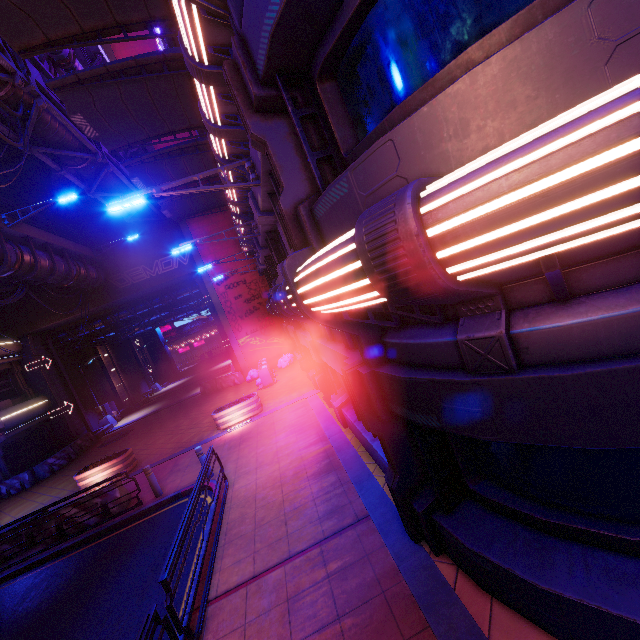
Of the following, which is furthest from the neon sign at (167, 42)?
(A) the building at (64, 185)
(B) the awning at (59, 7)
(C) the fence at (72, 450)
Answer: (C) the fence at (72, 450)

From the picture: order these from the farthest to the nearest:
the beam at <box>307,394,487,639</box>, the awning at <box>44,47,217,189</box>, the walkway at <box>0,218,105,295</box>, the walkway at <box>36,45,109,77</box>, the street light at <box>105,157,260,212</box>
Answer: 1. the walkway at <box>0,218,105,295</box>
2. the walkway at <box>36,45,109,77</box>
3. the awning at <box>44,47,217,189</box>
4. the street light at <box>105,157,260,212</box>
5. the beam at <box>307,394,487,639</box>

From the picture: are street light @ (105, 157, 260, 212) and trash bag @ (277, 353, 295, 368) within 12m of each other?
no

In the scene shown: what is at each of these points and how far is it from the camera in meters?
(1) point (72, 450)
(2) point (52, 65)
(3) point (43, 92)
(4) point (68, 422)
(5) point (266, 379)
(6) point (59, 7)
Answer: (1) fence, 21.3
(2) walkway, 14.0
(3) pipe, 12.9
(4) tunnel, 24.0
(5) trash can, 19.5
(6) awning, 7.5

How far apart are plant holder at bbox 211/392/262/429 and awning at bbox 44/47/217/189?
11.5 meters

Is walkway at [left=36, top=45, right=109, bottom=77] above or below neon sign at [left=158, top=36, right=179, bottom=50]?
above

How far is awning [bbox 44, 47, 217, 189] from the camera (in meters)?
9.59

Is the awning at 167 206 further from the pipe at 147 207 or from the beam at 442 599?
the beam at 442 599
